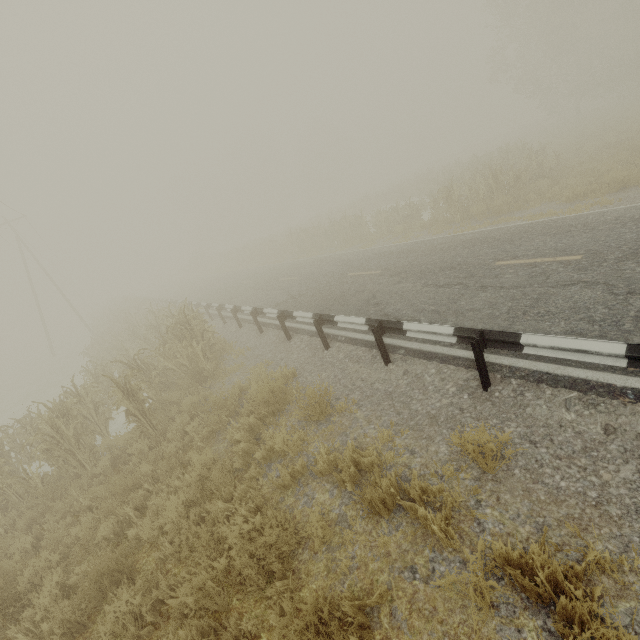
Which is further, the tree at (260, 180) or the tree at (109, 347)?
the tree at (260, 180)

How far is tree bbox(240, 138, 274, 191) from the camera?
57.8 meters

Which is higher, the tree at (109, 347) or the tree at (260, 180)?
the tree at (260, 180)

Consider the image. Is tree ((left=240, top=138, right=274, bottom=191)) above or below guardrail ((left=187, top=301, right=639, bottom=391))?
above

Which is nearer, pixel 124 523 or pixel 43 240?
pixel 124 523

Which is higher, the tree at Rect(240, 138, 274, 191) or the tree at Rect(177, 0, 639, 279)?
→ the tree at Rect(240, 138, 274, 191)

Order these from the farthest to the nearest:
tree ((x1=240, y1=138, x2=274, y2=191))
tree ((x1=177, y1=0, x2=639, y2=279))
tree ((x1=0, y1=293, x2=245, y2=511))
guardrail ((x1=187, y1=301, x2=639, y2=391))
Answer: tree ((x1=240, y1=138, x2=274, y2=191))
tree ((x1=177, y1=0, x2=639, y2=279))
tree ((x1=0, y1=293, x2=245, y2=511))
guardrail ((x1=187, y1=301, x2=639, y2=391))

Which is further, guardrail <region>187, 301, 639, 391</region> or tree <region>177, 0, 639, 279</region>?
tree <region>177, 0, 639, 279</region>
